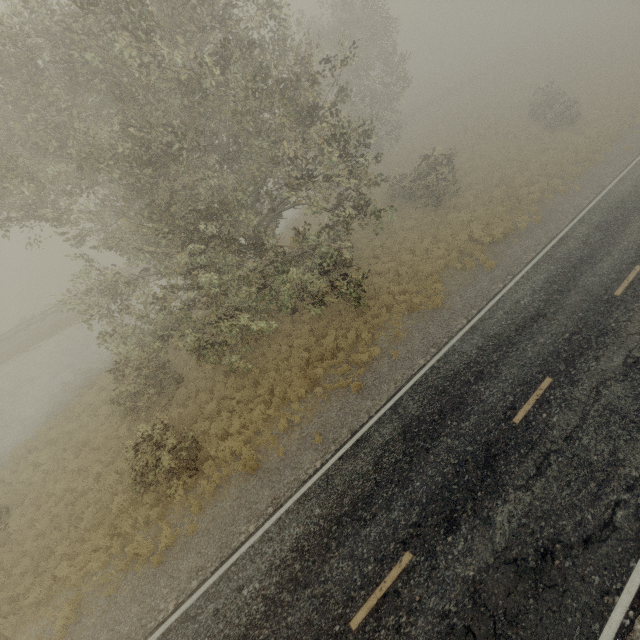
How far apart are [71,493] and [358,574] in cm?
1344
